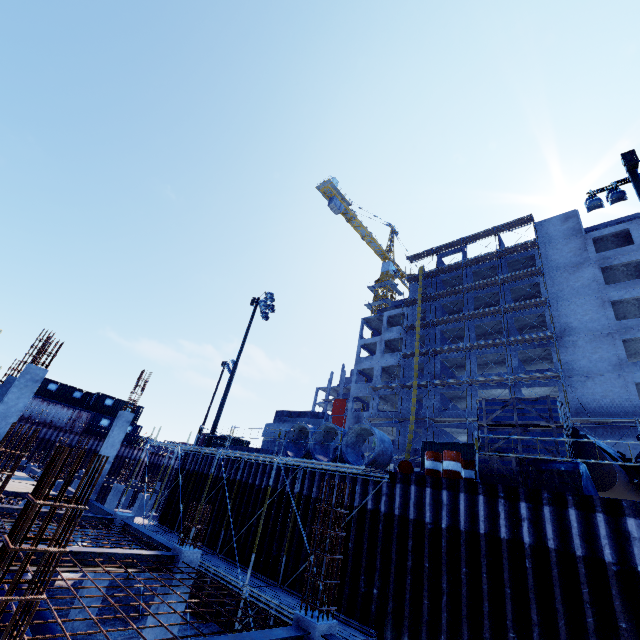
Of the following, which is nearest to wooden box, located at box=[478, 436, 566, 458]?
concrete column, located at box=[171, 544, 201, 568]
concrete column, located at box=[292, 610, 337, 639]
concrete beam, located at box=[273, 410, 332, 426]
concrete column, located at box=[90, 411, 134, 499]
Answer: concrete column, located at box=[292, 610, 337, 639]

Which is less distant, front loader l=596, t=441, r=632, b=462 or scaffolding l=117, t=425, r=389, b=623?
scaffolding l=117, t=425, r=389, b=623

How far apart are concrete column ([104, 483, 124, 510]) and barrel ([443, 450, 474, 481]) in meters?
25.2

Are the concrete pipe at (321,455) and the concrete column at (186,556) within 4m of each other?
no

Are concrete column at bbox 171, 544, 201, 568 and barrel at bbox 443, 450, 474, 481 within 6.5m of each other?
no

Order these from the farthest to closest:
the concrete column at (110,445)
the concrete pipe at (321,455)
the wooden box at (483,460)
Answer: the concrete column at (110,445) < the concrete pipe at (321,455) < the wooden box at (483,460)

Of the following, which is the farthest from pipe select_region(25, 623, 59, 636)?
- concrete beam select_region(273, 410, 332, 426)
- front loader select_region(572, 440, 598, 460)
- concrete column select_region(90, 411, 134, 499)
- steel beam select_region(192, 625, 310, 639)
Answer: concrete beam select_region(273, 410, 332, 426)

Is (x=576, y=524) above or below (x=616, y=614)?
above
